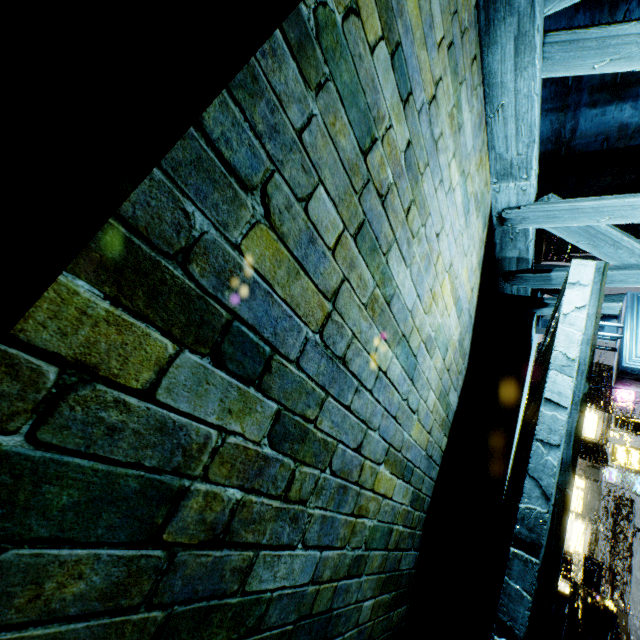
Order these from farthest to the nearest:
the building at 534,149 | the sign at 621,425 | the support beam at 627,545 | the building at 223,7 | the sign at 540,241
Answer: the support beam at 627,545 < the sign at 621,425 < the sign at 540,241 < the building at 534,149 < the building at 223,7

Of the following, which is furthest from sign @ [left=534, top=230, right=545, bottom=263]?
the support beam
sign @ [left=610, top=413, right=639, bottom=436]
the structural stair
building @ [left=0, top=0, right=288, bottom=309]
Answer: the support beam

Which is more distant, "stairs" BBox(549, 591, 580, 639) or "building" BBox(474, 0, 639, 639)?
"stairs" BBox(549, 591, 580, 639)

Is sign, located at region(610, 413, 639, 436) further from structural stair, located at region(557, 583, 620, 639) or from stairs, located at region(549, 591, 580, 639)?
stairs, located at region(549, 591, 580, 639)

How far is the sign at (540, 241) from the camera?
12.61m

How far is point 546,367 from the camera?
3.79m

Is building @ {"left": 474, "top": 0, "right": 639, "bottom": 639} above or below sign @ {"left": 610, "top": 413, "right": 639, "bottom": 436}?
below

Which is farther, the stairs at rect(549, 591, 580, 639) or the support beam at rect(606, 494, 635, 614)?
the support beam at rect(606, 494, 635, 614)
